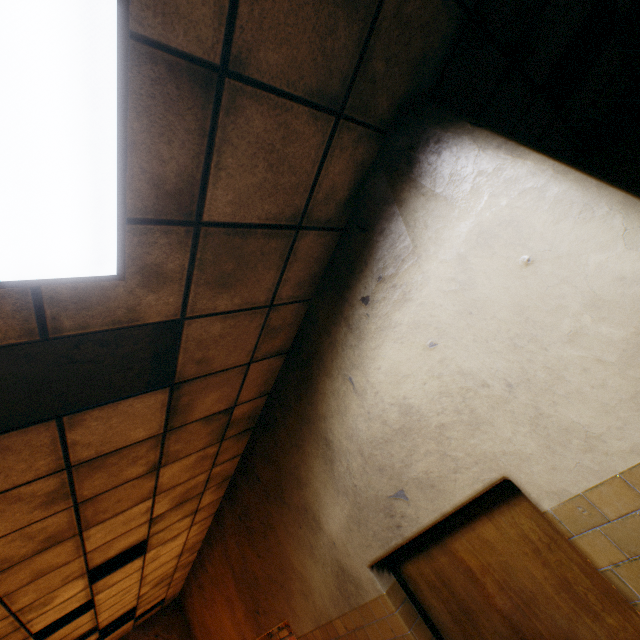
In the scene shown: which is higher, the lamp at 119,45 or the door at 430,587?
the lamp at 119,45

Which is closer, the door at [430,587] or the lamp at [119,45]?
the lamp at [119,45]

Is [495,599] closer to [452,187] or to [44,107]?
[452,187]

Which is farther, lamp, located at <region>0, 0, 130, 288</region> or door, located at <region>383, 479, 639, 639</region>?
door, located at <region>383, 479, 639, 639</region>

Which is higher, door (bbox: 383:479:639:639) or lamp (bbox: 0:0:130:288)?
lamp (bbox: 0:0:130:288)
